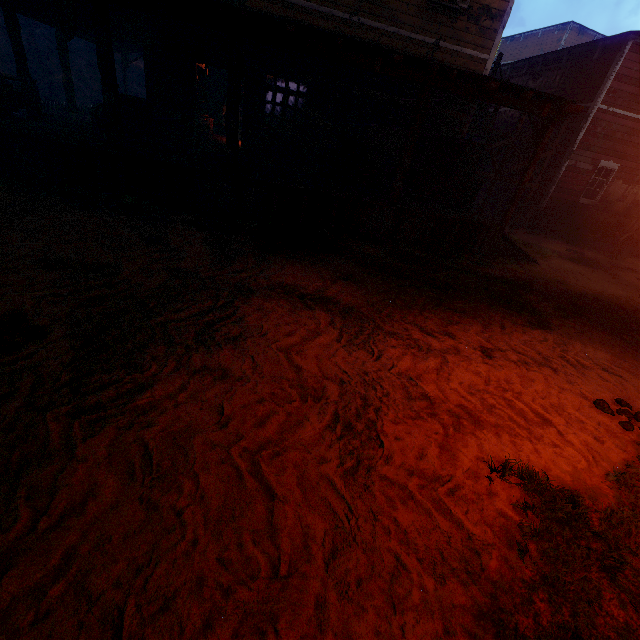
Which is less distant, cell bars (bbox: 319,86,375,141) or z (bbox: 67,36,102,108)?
cell bars (bbox: 319,86,375,141)

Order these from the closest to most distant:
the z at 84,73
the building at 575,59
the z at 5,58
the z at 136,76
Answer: the building at 575,59
the z at 5,58
the z at 84,73
the z at 136,76

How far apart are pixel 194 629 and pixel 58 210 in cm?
713

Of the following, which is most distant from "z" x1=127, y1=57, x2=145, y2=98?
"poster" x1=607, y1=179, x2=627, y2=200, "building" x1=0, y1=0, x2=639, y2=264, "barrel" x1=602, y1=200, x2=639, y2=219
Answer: "poster" x1=607, y1=179, x2=627, y2=200

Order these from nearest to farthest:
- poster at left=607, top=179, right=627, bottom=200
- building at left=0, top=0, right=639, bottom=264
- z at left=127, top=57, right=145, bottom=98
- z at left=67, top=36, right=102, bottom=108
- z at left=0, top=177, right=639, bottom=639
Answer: z at left=0, top=177, right=639, bottom=639 → building at left=0, top=0, right=639, bottom=264 → poster at left=607, top=179, right=627, bottom=200 → z at left=67, top=36, right=102, bottom=108 → z at left=127, top=57, right=145, bottom=98

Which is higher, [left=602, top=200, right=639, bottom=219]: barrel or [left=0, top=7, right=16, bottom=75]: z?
[left=0, top=7, right=16, bottom=75]: z

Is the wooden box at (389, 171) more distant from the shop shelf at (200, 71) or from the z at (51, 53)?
the shop shelf at (200, 71)

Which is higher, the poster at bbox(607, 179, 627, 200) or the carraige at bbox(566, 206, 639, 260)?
the poster at bbox(607, 179, 627, 200)
